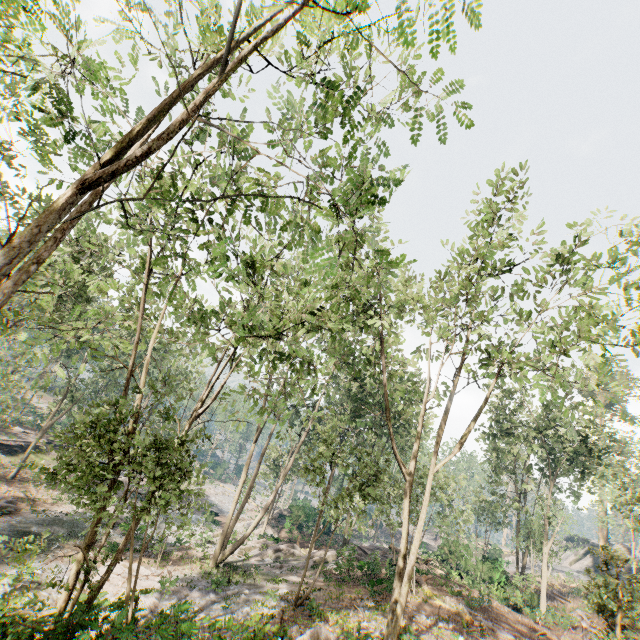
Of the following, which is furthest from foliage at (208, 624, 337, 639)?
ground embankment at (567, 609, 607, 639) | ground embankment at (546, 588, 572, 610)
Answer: ground embankment at (546, 588, 572, 610)

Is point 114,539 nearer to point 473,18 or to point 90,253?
point 90,253

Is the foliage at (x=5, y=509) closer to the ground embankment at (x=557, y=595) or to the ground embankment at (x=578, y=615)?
the ground embankment at (x=578, y=615)

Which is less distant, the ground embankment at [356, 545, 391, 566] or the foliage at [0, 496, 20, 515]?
the foliage at [0, 496, 20, 515]

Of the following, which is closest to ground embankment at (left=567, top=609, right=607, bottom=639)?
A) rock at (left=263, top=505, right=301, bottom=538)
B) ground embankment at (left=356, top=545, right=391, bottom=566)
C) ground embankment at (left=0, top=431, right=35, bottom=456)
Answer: ground embankment at (left=356, top=545, right=391, bottom=566)

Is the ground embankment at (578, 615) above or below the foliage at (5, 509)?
above

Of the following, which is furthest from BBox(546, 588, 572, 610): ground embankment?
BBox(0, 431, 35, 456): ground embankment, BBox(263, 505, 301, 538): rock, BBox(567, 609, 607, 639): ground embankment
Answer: BBox(0, 431, 35, 456): ground embankment

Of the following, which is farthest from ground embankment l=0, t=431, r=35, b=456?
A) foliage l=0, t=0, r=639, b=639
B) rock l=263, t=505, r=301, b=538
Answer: rock l=263, t=505, r=301, b=538
